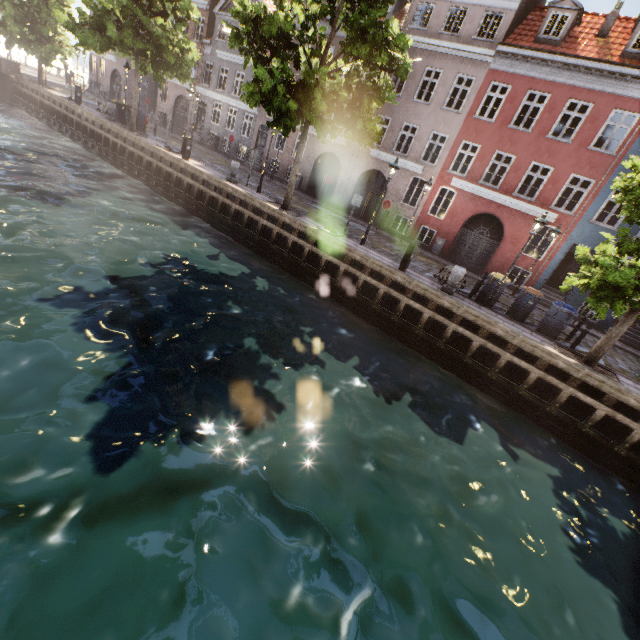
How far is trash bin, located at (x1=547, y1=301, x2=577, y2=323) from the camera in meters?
11.8 m

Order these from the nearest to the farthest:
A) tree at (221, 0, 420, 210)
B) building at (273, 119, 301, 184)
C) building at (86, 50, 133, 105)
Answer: tree at (221, 0, 420, 210)
building at (273, 119, 301, 184)
building at (86, 50, 133, 105)

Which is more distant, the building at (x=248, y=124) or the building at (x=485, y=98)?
the building at (x=248, y=124)

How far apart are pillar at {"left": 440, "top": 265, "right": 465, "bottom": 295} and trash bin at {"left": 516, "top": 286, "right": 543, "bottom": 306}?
2.5m

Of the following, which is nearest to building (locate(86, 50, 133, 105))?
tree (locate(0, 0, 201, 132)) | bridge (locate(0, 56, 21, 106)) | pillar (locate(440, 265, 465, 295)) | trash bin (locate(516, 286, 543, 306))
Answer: tree (locate(0, 0, 201, 132))

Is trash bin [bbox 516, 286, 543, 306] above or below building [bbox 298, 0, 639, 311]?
below

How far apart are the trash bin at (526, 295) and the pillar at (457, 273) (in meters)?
2.53

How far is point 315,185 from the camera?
25.08m
